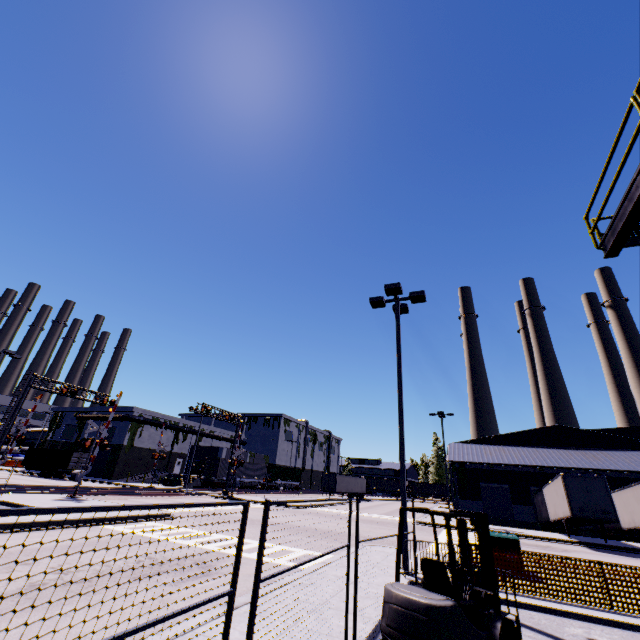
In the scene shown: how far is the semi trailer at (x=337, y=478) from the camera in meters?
50.8

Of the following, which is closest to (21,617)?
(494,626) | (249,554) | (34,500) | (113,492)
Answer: (249,554)

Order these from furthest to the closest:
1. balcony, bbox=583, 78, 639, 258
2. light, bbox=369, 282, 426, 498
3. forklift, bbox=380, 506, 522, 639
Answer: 1. light, bbox=369, 282, 426, 498
2. balcony, bbox=583, 78, 639, 258
3. forklift, bbox=380, 506, 522, 639

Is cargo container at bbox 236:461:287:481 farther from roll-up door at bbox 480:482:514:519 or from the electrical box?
the electrical box

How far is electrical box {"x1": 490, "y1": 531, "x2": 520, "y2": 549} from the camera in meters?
11.4

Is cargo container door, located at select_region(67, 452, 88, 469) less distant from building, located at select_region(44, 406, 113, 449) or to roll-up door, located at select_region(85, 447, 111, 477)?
building, located at select_region(44, 406, 113, 449)

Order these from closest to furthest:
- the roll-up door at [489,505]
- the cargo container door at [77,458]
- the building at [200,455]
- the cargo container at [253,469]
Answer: the roll-up door at [489,505] → the cargo container door at [77,458] → the cargo container at [253,469] → the building at [200,455]

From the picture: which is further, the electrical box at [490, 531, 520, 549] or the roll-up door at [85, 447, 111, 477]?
the roll-up door at [85, 447, 111, 477]
